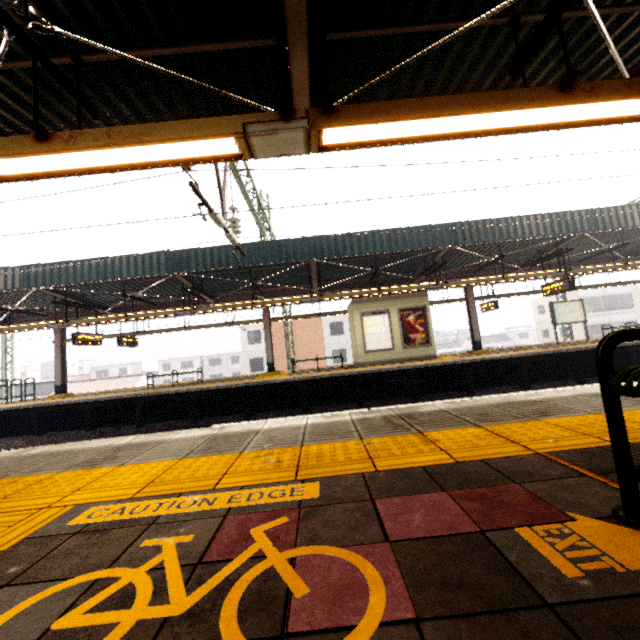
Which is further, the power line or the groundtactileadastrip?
the power line

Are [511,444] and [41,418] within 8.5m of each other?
no

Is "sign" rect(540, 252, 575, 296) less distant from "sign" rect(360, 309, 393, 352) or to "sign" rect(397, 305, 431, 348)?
"sign" rect(397, 305, 431, 348)

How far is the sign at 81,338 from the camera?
13.0m

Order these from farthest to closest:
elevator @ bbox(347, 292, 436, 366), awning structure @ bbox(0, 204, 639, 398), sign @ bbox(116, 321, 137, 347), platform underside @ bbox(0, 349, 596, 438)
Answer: A: sign @ bbox(116, 321, 137, 347), elevator @ bbox(347, 292, 436, 366), platform underside @ bbox(0, 349, 596, 438), awning structure @ bbox(0, 204, 639, 398)

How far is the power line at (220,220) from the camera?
6.3m

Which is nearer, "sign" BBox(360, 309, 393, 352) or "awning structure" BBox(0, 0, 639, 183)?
"awning structure" BBox(0, 0, 639, 183)

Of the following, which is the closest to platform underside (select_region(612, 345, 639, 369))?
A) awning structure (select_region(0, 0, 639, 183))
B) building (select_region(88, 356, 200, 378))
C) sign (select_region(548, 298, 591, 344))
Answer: sign (select_region(548, 298, 591, 344))
